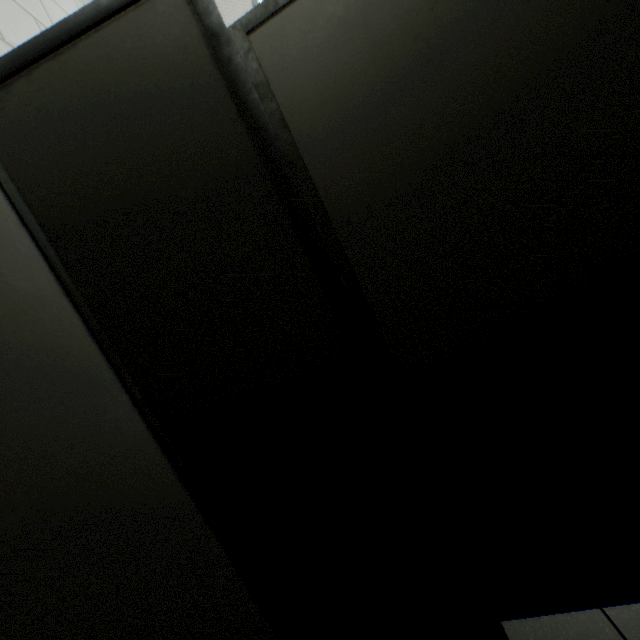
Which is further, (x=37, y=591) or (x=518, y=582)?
(x=518, y=582)
